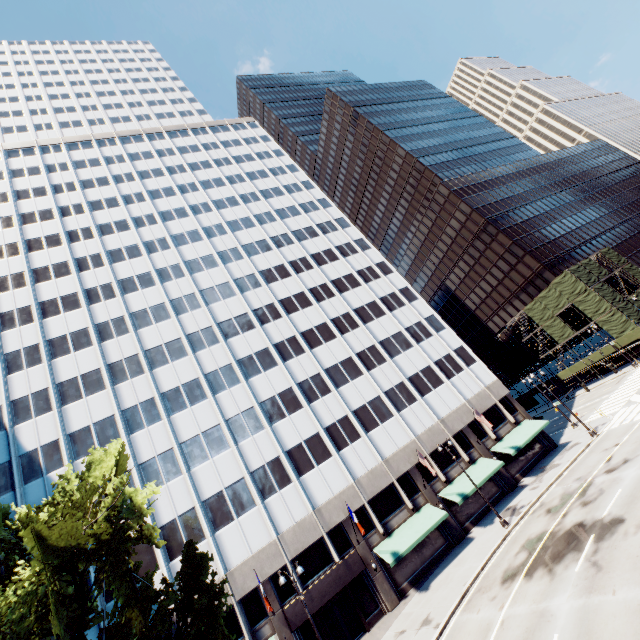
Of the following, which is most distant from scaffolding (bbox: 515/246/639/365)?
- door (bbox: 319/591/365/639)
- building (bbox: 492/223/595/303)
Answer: door (bbox: 319/591/365/639)

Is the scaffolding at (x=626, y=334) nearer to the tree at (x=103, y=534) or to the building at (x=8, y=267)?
the building at (x=8, y=267)

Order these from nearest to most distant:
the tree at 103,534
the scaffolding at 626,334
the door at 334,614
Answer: the tree at 103,534, the door at 334,614, the scaffolding at 626,334

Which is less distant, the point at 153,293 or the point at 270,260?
the point at 153,293

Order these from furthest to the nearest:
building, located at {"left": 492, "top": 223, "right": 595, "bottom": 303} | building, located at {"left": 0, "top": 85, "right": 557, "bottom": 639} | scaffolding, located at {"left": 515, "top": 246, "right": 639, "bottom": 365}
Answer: building, located at {"left": 492, "top": 223, "right": 595, "bottom": 303} < scaffolding, located at {"left": 515, "top": 246, "right": 639, "bottom": 365} < building, located at {"left": 0, "top": 85, "right": 557, "bottom": 639}

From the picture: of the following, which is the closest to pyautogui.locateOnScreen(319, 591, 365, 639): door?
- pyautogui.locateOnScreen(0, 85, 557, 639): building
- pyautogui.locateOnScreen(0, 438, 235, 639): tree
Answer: pyautogui.locateOnScreen(0, 85, 557, 639): building

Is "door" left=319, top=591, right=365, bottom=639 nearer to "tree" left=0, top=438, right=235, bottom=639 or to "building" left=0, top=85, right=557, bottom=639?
"building" left=0, top=85, right=557, bottom=639

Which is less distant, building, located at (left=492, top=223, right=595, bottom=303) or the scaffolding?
the scaffolding
